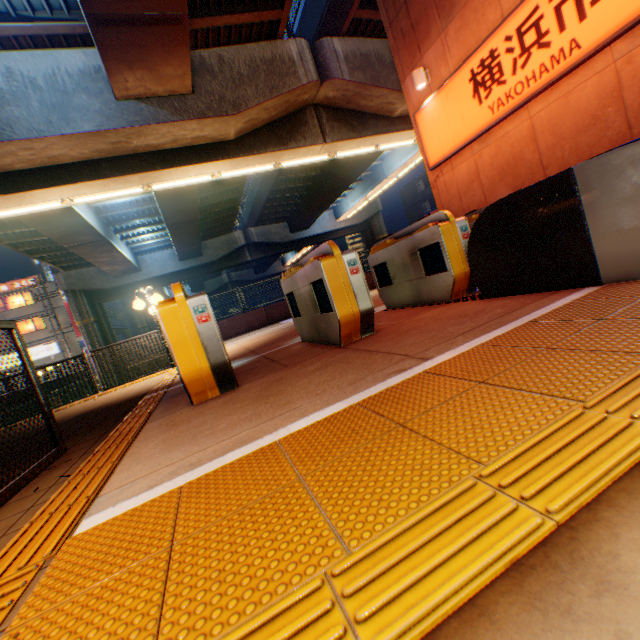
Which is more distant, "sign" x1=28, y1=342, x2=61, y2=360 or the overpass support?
"sign" x1=28, y1=342, x2=61, y2=360

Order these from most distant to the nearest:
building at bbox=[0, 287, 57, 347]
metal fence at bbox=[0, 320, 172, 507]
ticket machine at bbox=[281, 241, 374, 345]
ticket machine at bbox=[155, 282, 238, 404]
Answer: building at bbox=[0, 287, 57, 347] → ticket machine at bbox=[281, 241, 374, 345] → ticket machine at bbox=[155, 282, 238, 404] → metal fence at bbox=[0, 320, 172, 507]

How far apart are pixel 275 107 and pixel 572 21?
8.38m

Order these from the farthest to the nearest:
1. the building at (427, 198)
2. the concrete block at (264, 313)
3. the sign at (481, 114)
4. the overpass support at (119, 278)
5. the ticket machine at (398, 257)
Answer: the building at (427, 198) < the concrete block at (264, 313) < the overpass support at (119, 278) < the sign at (481, 114) < the ticket machine at (398, 257)

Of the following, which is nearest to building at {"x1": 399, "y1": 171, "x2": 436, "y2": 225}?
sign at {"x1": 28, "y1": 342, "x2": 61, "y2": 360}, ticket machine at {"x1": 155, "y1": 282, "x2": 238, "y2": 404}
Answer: ticket machine at {"x1": 155, "y1": 282, "x2": 238, "y2": 404}

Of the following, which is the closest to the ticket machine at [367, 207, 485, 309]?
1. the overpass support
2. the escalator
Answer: the escalator

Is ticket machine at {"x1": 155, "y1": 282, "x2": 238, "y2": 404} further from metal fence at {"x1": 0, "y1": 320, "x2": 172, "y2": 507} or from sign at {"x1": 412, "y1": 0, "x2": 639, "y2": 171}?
sign at {"x1": 412, "y1": 0, "x2": 639, "y2": 171}

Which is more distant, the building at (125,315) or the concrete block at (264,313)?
the building at (125,315)
